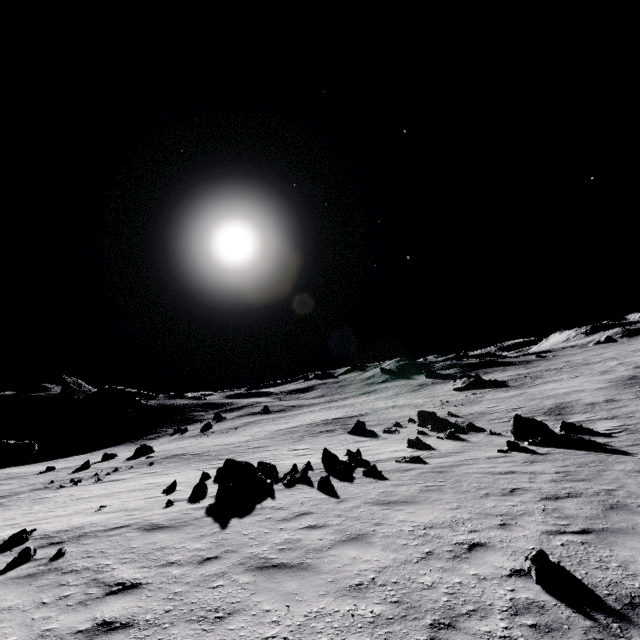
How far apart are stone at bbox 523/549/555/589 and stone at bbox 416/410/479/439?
19.0m

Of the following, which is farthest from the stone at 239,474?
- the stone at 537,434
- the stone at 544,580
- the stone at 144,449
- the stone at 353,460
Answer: the stone at 144,449

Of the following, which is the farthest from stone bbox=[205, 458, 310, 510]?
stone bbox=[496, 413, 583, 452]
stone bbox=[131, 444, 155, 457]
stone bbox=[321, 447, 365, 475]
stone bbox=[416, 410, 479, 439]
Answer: stone bbox=[131, 444, 155, 457]

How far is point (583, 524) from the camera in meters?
6.4 m

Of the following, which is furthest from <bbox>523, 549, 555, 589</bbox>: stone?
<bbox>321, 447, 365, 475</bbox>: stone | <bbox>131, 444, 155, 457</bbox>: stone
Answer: <bbox>131, 444, 155, 457</bbox>: stone

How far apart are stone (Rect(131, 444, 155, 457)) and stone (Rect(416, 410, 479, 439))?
28.8 meters

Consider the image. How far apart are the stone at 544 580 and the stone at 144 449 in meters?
37.7 m

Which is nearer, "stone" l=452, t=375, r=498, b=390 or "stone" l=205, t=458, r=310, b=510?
"stone" l=205, t=458, r=310, b=510
